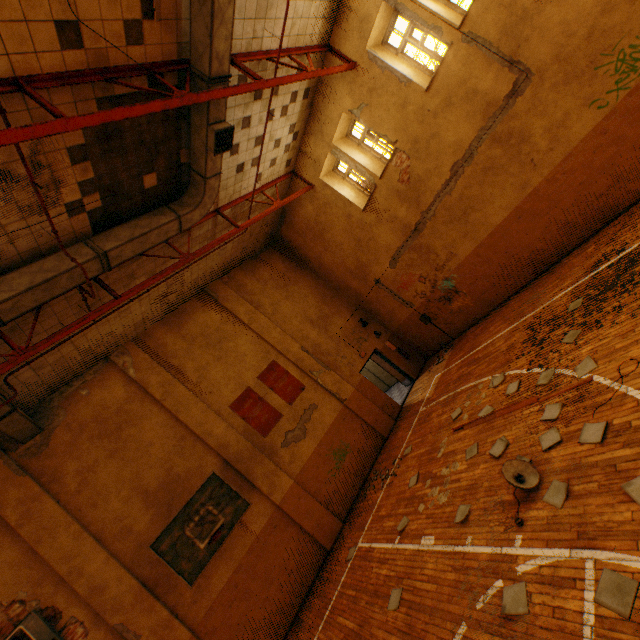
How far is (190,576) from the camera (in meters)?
6.33

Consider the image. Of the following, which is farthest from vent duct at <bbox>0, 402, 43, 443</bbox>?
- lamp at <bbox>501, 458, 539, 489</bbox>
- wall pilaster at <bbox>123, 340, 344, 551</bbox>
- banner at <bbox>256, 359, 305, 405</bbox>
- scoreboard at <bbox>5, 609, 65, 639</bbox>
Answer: lamp at <bbox>501, 458, 539, 489</bbox>

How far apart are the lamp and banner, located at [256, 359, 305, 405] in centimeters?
744cm

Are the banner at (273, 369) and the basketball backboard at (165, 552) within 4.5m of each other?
yes

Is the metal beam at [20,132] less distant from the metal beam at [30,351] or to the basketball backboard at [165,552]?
the metal beam at [30,351]

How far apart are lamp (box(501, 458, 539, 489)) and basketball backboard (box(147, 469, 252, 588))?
5.3m

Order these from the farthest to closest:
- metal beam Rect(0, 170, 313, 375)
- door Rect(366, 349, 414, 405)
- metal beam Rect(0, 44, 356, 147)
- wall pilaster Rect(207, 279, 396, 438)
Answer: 1. door Rect(366, 349, 414, 405)
2. wall pilaster Rect(207, 279, 396, 438)
3. metal beam Rect(0, 170, 313, 375)
4. metal beam Rect(0, 44, 356, 147)

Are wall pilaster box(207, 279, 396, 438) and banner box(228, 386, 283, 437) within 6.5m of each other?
yes
